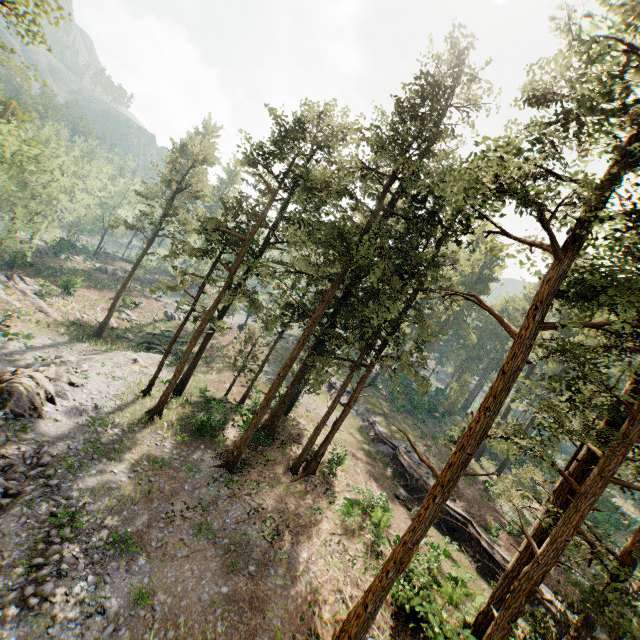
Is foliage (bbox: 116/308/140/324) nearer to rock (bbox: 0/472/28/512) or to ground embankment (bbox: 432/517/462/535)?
ground embankment (bbox: 432/517/462/535)

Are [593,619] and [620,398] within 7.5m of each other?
yes

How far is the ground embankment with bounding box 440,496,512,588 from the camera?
22.1m

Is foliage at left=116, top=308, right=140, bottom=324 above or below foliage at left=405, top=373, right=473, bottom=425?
below

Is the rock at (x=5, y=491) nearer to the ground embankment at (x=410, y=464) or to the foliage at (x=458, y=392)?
the foliage at (x=458, y=392)

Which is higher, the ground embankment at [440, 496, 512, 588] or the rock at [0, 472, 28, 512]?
the ground embankment at [440, 496, 512, 588]

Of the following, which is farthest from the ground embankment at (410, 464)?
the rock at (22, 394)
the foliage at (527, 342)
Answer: the rock at (22, 394)
